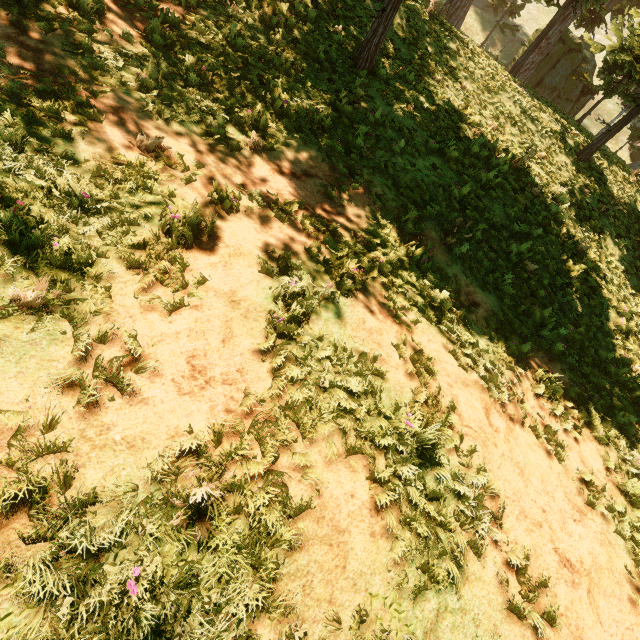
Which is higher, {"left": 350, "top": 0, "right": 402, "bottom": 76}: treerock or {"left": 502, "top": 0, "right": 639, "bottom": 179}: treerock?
{"left": 502, "top": 0, "right": 639, "bottom": 179}: treerock

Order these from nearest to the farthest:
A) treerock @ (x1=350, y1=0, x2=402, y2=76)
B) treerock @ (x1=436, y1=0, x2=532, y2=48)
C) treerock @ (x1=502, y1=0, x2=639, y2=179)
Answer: treerock @ (x1=350, y1=0, x2=402, y2=76), treerock @ (x1=502, y1=0, x2=639, y2=179), treerock @ (x1=436, y1=0, x2=532, y2=48)

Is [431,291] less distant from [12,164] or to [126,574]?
[126,574]

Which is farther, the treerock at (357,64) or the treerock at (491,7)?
the treerock at (491,7)

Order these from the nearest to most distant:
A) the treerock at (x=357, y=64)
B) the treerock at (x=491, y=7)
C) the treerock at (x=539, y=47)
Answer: the treerock at (x=357, y=64)
the treerock at (x=539, y=47)
the treerock at (x=491, y=7)

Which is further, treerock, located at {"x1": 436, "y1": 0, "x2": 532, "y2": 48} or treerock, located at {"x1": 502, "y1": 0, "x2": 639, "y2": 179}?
treerock, located at {"x1": 436, "y1": 0, "x2": 532, "y2": 48}
